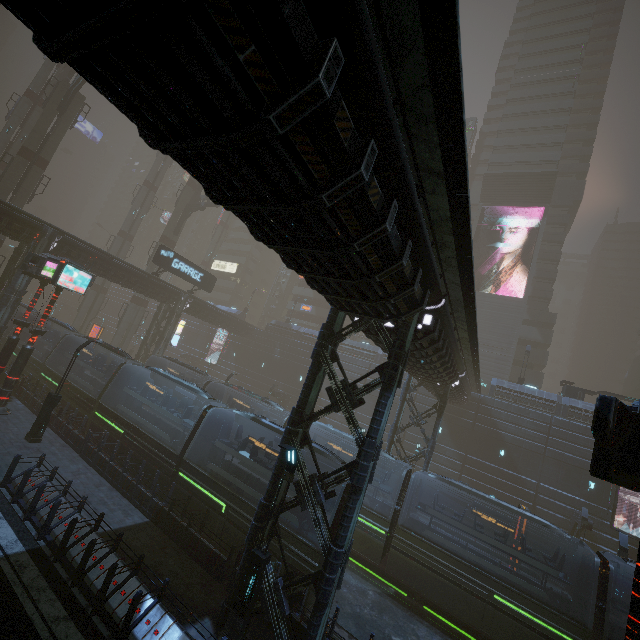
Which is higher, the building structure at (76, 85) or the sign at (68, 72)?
the sign at (68, 72)

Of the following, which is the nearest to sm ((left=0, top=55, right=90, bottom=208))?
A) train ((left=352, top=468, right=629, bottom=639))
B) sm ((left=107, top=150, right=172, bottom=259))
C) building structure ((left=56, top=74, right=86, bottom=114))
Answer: building structure ((left=56, top=74, right=86, bottom=114))

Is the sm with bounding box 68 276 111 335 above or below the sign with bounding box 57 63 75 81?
below

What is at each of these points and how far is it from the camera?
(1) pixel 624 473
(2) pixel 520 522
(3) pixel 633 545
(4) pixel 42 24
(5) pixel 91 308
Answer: (1) sign, 5.8m
(2) sign, 17.7m
(3) building, 24.7m
(4) building, 3.3m
(5) sm, 47.4m

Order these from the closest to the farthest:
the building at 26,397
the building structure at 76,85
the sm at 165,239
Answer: the building at 26,397, the building structure at 76,85, the sm at 165,239

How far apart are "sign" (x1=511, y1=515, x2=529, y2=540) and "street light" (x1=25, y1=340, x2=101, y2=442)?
25.33m

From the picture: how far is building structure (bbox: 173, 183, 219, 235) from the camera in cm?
4354

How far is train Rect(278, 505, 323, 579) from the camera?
11.6 meters
